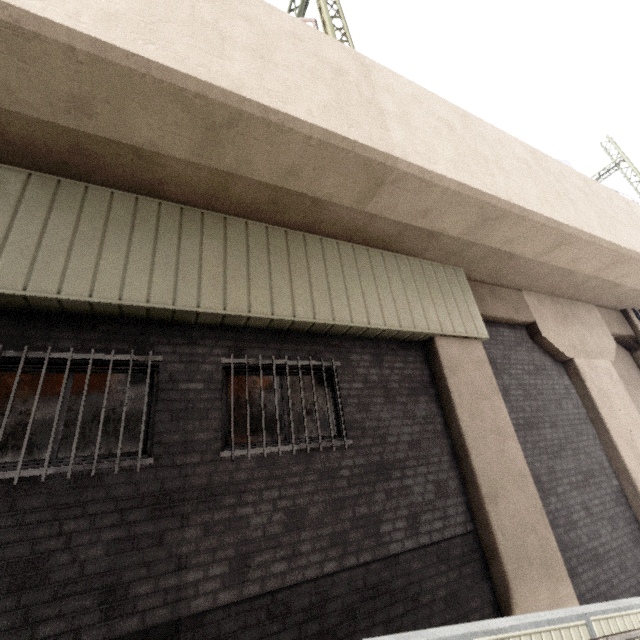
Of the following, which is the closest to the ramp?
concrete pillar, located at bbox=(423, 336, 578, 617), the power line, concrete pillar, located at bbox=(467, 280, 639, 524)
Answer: concrete pillar, located at bbox=(423, 336, 578, 617)

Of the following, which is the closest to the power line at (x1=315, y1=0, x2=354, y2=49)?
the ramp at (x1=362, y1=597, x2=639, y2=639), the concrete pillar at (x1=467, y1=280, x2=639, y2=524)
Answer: the concrete pillar at (x1=467, y1=280, x2=639, y2=524)

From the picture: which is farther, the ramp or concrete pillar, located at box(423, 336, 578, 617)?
concrete pillar, located at box(423, 336, 578, 617)

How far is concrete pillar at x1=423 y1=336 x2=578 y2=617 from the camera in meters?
4.7 m

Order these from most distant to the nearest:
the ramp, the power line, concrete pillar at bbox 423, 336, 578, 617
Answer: the power line < concrete pillar at bbox 423, 336, 578, 617 < the ramp

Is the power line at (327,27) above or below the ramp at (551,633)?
above

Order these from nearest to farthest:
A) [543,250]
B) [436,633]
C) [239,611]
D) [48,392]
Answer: [436,633]
[239,611]
[48,392]
[543,250]

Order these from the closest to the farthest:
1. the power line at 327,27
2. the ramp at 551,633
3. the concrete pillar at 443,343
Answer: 1. the ramp at 551,633
2. the concrete pillar at 443,343
3. the power line at 327,27
